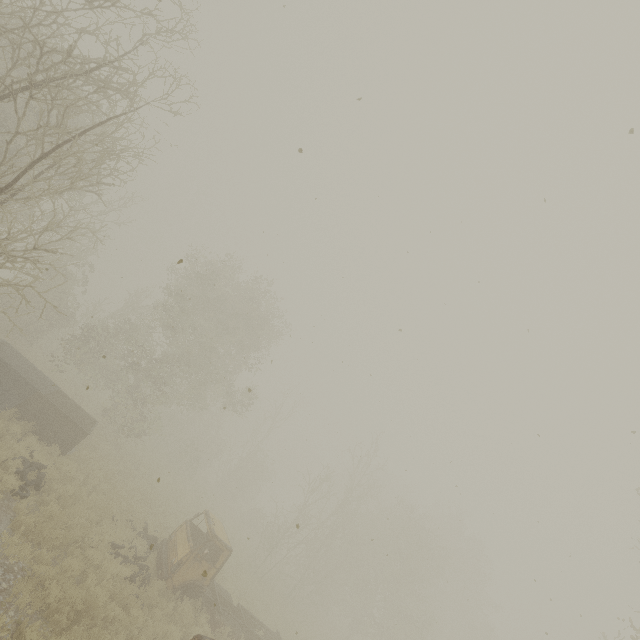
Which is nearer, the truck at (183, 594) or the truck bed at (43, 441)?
the truck at (183, 594)

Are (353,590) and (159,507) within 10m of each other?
no

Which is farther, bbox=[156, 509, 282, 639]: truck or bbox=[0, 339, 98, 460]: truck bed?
bbox=[0, 339, 98, 460]: truck bed
